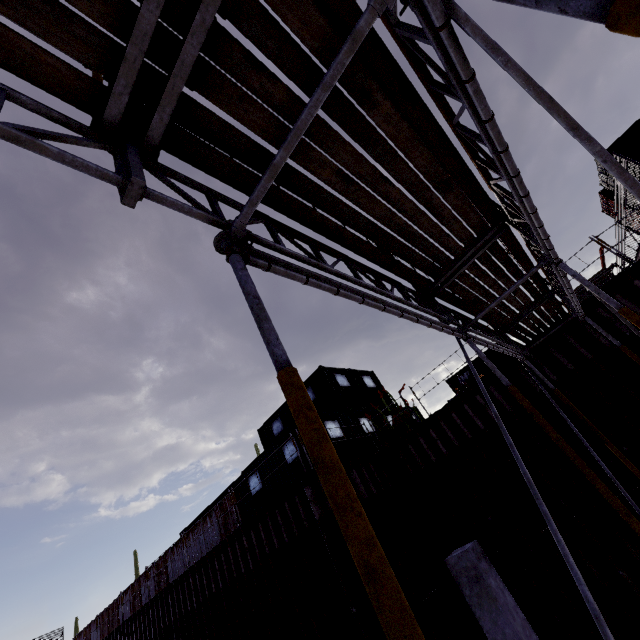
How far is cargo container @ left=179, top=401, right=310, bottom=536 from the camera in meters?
13.2

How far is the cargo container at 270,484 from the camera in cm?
1298

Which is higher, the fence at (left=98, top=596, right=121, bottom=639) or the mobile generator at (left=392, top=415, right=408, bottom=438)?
the fence at (left=98, top=596, right=121, bottom=639)

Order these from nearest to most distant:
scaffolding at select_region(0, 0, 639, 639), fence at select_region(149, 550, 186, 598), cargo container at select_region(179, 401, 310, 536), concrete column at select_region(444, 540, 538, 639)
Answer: scaffolding at select_region(0, 0, 639, 639)
concrete column at select_region(444, 540, 538, 639)
cargo container at select_region(179, 401, 310, 536)
fence at select_region(149, 550, 186, 598)

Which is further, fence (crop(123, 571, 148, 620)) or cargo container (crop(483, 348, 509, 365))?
cargo container (crop(483, 348, 509, 365))

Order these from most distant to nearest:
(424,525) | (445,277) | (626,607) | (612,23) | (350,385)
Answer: (350,385), (424,525), (626,607), (445,277), (612,23)

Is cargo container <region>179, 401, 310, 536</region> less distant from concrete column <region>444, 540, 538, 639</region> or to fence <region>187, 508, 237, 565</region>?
fence <region>187, 508, 237, 565</region>

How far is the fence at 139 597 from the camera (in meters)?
19.58
